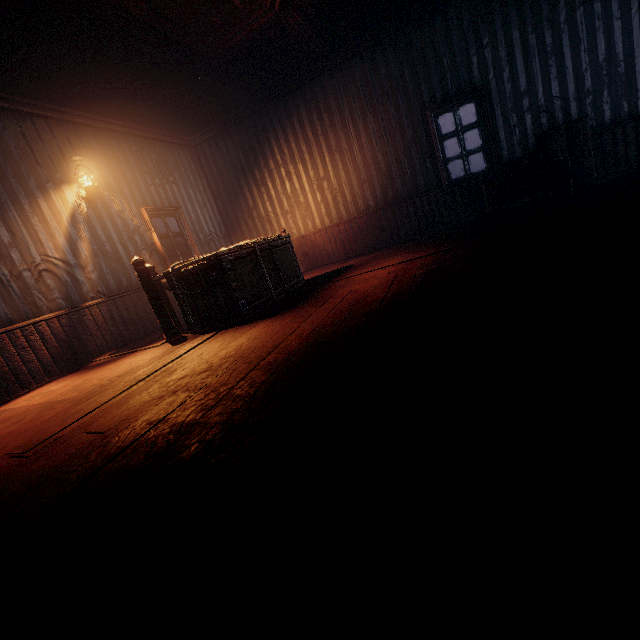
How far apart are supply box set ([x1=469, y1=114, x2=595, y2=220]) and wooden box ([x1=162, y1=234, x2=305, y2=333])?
3.3m

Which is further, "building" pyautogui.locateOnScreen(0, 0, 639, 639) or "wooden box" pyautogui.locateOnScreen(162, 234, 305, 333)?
"wooden box" pyautogui.locateOnScreen(162, 234, 305, 333)

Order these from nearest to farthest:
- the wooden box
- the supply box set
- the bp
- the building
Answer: the building
the wooden box
the supply box set
the bp

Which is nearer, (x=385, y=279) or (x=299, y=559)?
(x=299, y=559)

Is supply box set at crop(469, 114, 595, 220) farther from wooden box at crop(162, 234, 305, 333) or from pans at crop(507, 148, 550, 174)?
wooden box at crop(162, 234, 305, 333)

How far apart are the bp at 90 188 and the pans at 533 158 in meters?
6.9

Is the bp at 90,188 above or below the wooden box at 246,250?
above

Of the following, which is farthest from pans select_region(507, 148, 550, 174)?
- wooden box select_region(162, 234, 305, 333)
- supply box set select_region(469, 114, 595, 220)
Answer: wooden box select_region(162, 234, 305, 333)
